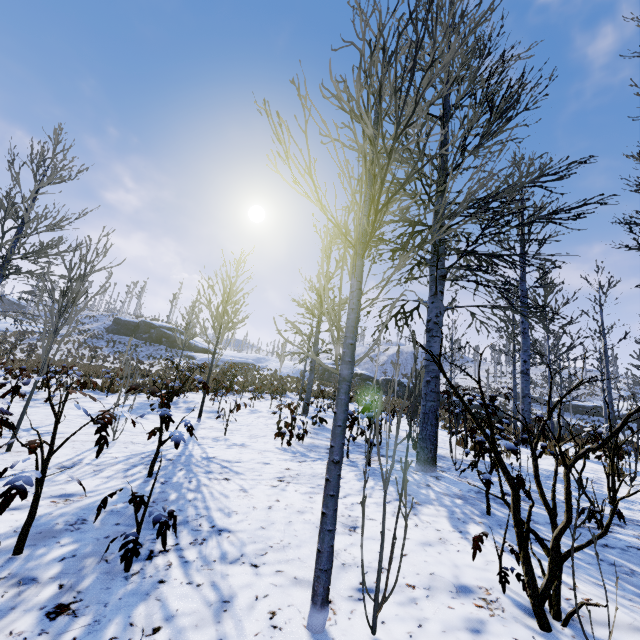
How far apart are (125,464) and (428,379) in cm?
438

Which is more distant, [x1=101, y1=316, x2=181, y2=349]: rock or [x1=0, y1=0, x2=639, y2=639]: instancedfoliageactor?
[x1=101, y1=316, x2=181, y2=349]: rock

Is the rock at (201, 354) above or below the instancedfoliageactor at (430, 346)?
above

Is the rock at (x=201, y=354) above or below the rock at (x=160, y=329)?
below

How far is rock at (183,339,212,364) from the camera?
37.8m

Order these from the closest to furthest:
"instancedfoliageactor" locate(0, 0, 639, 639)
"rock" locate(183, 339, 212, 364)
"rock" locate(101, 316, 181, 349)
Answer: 1. "instancedfoliageactor" locate(0, 0, 639, 639)
2. "rock" locate(183, 339, 212, 364)
3. "rock" locate(101, 316, 181, 349)

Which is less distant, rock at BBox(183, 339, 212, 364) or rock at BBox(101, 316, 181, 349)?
rock at BBox(183, 339, 212, 364)
